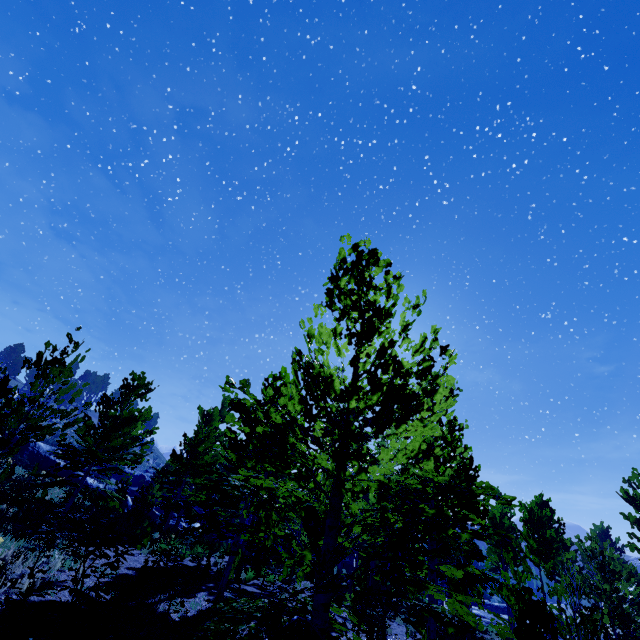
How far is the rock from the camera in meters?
23.9

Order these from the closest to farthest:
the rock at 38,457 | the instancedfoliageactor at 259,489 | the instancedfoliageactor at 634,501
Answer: the instancedfoliageactor at 259,489 < the instancedfoliageactor at 634,501 < the rock at 38,457

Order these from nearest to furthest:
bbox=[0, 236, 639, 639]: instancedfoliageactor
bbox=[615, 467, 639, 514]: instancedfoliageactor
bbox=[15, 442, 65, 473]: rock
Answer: bbox=[0, 236, 639, 639]: instancedfoliageactor < bbox=[615, 467, 639, 514]: instancedfoliageactor < bbox=[15, 442, 65, 473]: rock

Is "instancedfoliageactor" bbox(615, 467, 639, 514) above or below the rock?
above

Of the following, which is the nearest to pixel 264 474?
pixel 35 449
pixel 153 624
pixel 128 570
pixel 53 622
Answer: pixel 128 570

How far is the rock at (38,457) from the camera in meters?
Answer: 23.9 m

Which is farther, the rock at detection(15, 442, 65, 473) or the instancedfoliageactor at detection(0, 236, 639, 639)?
the rock at detection(15, 442, 65, 473)
